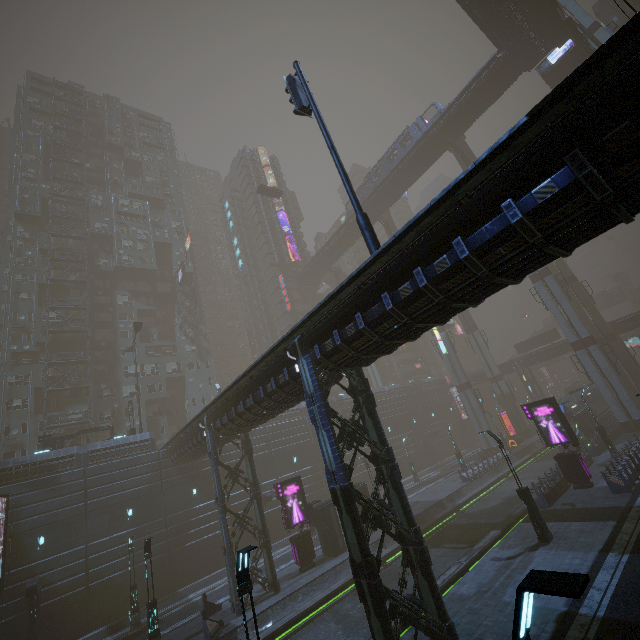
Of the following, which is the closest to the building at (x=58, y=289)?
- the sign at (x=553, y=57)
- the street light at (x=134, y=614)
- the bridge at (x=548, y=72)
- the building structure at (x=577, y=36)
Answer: the street light at (x=134, y=614)

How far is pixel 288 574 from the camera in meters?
23.3

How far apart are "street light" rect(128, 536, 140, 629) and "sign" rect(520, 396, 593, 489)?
30.93m

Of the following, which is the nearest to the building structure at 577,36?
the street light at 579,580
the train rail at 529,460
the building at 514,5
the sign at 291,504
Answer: the building at 514,5

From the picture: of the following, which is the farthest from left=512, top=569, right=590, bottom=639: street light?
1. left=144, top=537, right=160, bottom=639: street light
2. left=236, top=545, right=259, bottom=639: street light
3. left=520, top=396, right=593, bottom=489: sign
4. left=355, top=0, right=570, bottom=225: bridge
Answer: left=355, top=0, right=570, bottom=225: bridge

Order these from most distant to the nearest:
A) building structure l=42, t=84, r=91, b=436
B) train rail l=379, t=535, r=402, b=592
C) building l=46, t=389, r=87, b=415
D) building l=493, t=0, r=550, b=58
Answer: building l=46, t=389, r=87, b=415 → building structure l=42, t=84, r=91, b=436 → building l=493, t=0, r=550, b=58 → train rail l=379, t=535, r=402, b=592

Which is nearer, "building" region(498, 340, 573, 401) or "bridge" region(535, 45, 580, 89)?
"bridge" region(535, 45, 580, 89)

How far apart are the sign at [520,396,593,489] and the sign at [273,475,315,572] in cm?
1806
